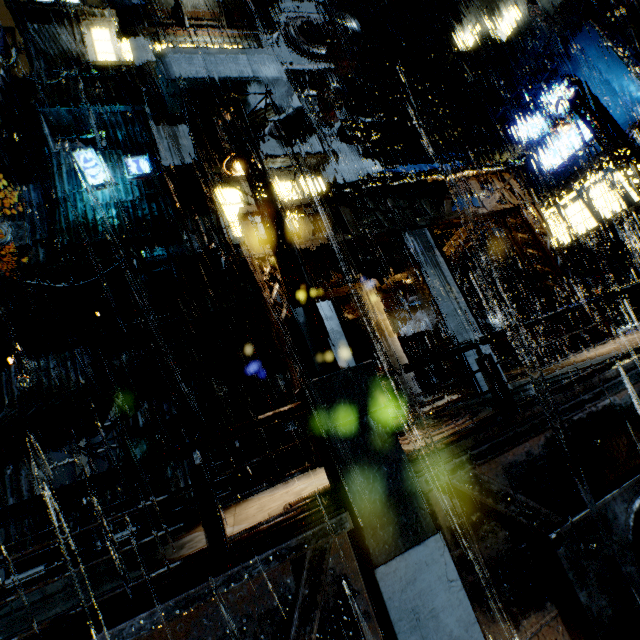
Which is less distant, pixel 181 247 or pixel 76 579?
pixel 76 579

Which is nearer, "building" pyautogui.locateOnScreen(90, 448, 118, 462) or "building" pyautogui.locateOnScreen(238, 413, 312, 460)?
"building" pyautogui.locateOnScreen(238, 413, 312, 460)

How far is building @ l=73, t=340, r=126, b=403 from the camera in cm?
1334

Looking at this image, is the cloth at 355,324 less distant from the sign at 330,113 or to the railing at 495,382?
the railing at 495,382

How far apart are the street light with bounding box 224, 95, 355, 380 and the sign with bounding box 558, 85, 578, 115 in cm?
2094

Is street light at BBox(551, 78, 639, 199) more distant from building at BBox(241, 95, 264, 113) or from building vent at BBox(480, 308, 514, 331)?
building vent at BBox(480, 308, 514, 331)

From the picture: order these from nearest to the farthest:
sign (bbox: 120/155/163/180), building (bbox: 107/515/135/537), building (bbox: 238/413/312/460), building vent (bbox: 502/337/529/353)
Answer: building (bbox: 238/413/312/460)
building (bbox: 107/515/135/537)
sign (bbox: 120/155/163/180)
building vent (bbox: 502/337/529/353)

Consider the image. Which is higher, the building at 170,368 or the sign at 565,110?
the sign at 565,110
